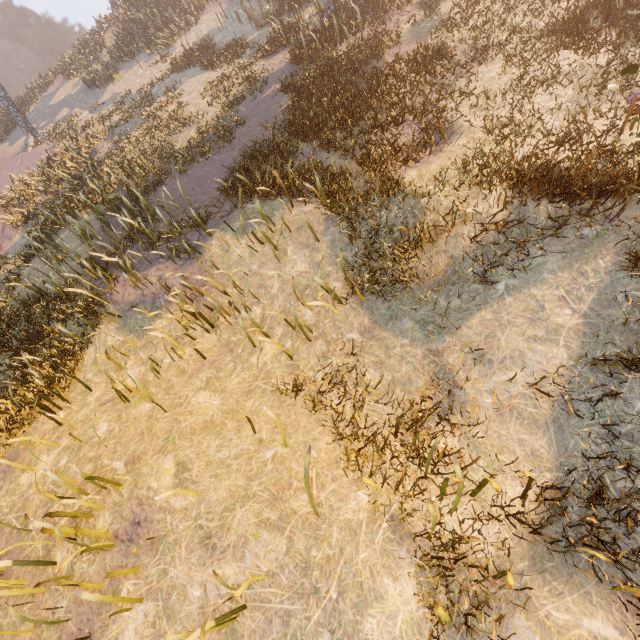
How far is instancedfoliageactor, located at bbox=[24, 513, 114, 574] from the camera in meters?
4.4

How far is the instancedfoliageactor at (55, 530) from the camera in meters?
4.4 m

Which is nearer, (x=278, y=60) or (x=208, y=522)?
(x=208, y=522)
